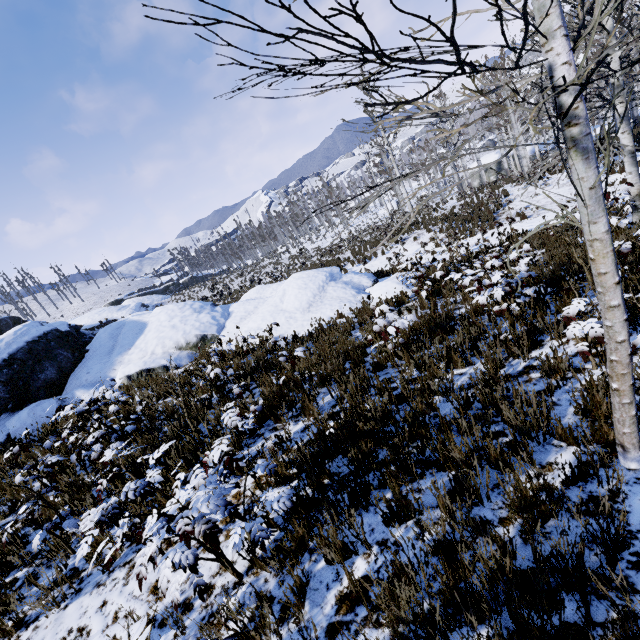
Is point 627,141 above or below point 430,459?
above
